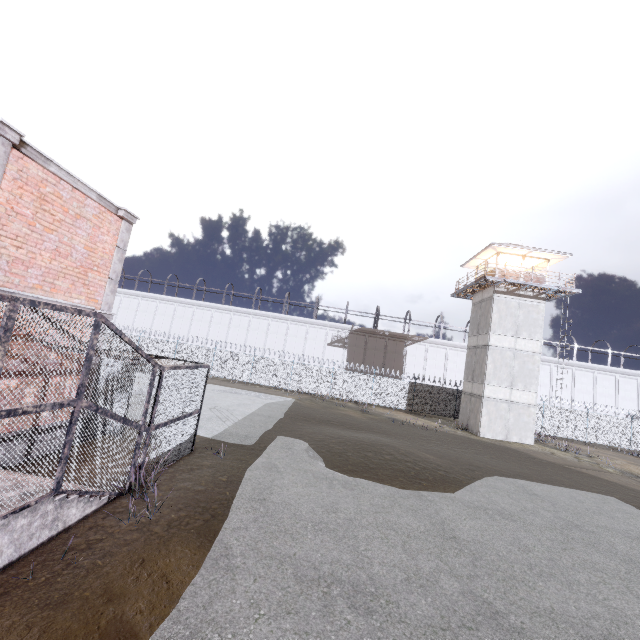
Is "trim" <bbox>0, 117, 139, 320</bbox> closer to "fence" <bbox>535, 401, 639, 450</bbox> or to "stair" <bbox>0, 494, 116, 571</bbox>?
"stair" <bbox>0, 494, 116, 571</bbox>

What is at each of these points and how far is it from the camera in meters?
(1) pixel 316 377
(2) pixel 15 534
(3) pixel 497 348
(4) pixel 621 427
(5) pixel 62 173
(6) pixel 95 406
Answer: (1) fence, 31.4 m
(2) stair, 4.7 m
(3) building, 25.1 m
(4) fence, 29.6 m
(5) trim, 7.7 m
(6) cage, 5.8 m

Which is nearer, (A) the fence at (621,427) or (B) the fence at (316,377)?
(A) the fence at (621,427)

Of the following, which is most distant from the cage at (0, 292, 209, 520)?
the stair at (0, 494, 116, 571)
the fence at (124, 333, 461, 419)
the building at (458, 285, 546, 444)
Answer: the building at (458, 285, 546, 444)

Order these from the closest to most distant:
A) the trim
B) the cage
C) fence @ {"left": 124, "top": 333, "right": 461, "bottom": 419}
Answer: the cage < the trim < fence @ {"left": 124, "top": 333, "right": 461, "bottom": 419}

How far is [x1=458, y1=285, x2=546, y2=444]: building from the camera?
24.38m

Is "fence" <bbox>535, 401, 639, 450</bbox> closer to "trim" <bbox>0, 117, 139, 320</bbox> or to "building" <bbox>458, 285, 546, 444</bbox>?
"building" <bbox>458, 285, 546, 444</bbox>

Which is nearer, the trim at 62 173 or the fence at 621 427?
the trim at 62 173
